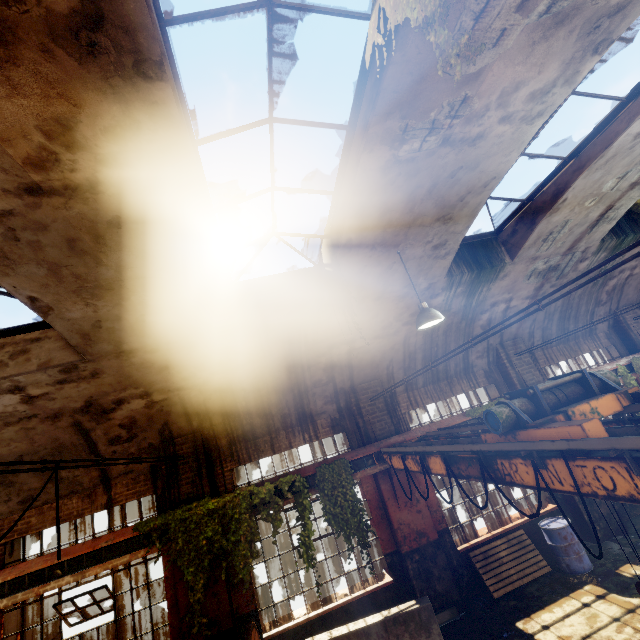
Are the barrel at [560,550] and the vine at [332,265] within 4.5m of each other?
no

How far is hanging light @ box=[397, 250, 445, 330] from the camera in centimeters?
580cm

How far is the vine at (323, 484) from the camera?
7.3 meters

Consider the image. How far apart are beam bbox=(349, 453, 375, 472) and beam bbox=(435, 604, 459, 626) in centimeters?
330cm

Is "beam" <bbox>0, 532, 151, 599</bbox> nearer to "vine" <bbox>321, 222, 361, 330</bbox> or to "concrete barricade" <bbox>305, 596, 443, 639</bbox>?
"concrete barricade" <bbox>305, 596, 443, 639</bbox>

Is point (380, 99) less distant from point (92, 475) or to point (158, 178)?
point (158, 178)

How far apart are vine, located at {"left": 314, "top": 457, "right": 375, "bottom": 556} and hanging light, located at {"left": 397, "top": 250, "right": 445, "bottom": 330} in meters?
3.9 m

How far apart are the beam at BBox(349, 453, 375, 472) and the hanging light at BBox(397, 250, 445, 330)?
3.8m
